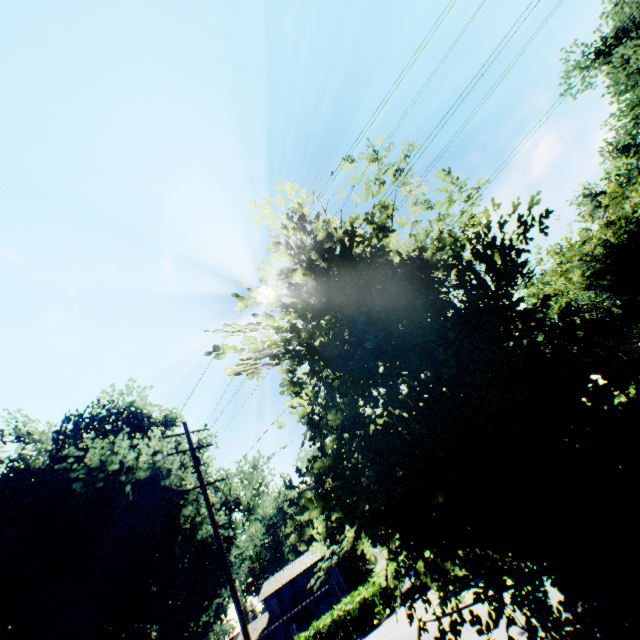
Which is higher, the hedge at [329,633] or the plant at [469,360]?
the plant at [469,360]

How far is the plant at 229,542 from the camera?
24.08m

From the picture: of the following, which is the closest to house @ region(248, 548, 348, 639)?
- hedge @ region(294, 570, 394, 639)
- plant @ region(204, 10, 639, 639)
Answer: hedge @ region(294, 570, 394, 639)

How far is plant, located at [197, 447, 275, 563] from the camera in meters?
24.1 m

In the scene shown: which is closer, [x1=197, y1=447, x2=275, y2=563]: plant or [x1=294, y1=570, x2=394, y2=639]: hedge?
[x1=197, y1=447, x2=275, y2=563]: plant

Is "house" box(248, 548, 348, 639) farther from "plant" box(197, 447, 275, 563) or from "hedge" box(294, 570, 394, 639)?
"plant" box(197, 447, 275, 563)

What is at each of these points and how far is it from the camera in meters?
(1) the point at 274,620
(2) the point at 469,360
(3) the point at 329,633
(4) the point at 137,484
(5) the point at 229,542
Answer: (1) house, 44.7
(2) plant, 2.5
(3) hedge, 29.1
(4) plant, 20.5
(5) plant, 29.5

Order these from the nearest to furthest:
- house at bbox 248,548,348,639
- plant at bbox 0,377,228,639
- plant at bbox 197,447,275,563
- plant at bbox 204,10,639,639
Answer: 1. plant at bbox 204,10,639,639
2. plant at bbox 0,377,228,639
3. plant at bbox 197,447,275,563
4. house at bbox 248,548,348,639
